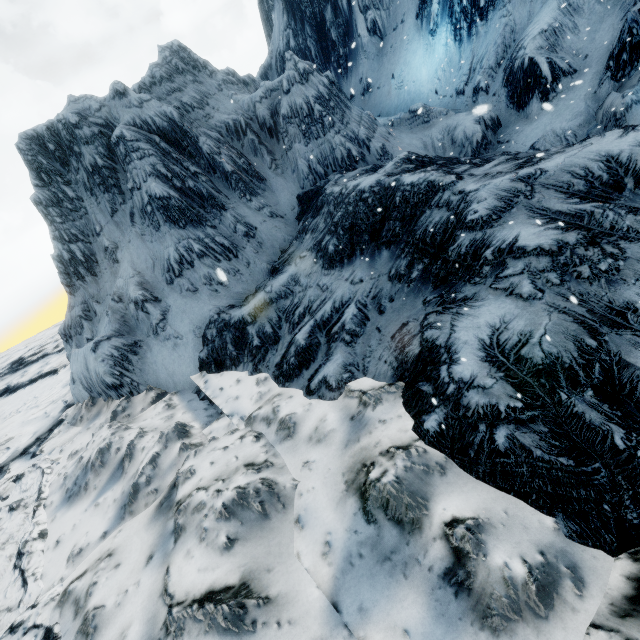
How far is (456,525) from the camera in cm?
454
